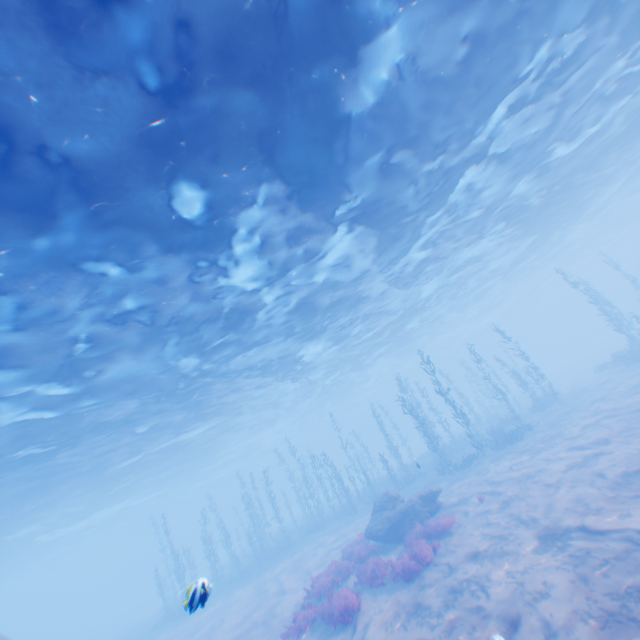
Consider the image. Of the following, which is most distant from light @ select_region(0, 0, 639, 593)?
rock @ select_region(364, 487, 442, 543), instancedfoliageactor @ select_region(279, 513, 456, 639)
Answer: instancedfoliageactor @ select_region(279, 513, 456, 639)

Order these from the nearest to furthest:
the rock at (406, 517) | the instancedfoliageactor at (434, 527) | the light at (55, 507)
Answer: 1. the light at (55, 507)
2. the instancedfoliageactor at (434, 527)
3. the rock at (406, 517)

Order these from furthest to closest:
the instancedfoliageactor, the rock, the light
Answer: the rock < the instancedfoliageactor < the light

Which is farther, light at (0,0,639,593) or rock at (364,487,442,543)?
rock at (364,487,442,543)

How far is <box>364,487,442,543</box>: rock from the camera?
14.8 meters

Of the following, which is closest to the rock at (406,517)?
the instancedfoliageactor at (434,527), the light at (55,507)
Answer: the instancedfoliageactor at (434,527)

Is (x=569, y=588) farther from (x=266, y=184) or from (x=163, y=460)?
(x=163, y=460)
